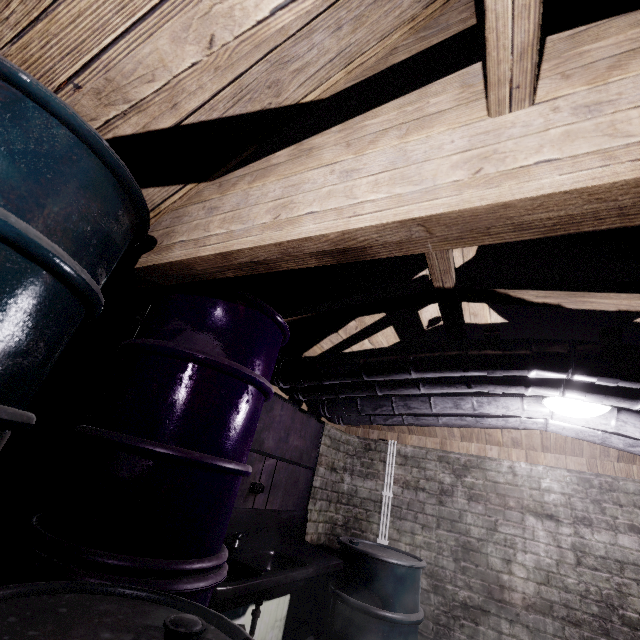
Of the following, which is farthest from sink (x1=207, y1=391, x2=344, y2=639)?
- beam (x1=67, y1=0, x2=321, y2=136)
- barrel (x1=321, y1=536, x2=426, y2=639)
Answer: beam (x1=67, y1=0, x2=321, y2=136)

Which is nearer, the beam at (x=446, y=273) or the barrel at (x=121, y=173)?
the barrel at (x=121, y=173)

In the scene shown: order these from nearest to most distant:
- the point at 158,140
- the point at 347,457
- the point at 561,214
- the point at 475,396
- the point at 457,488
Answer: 1. the point at 561,214
2. the point at 158,140
3. the point at 475,396
4. the point at 457,488
5. the point at 347,457

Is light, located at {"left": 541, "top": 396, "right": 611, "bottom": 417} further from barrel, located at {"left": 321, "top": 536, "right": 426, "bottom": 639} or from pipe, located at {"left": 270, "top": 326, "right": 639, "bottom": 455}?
barrel, located at {"left": 321, "top": 536, "right": 426, "bottom": 639}

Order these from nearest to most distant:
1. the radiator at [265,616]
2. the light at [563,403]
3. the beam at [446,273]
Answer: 1. the beam at [446,273]
2. the light at [563,403]
3. the radiator at [265,616]

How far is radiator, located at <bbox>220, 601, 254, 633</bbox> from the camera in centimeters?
210cm

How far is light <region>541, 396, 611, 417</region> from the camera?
1.8m

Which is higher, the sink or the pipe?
the pipe
